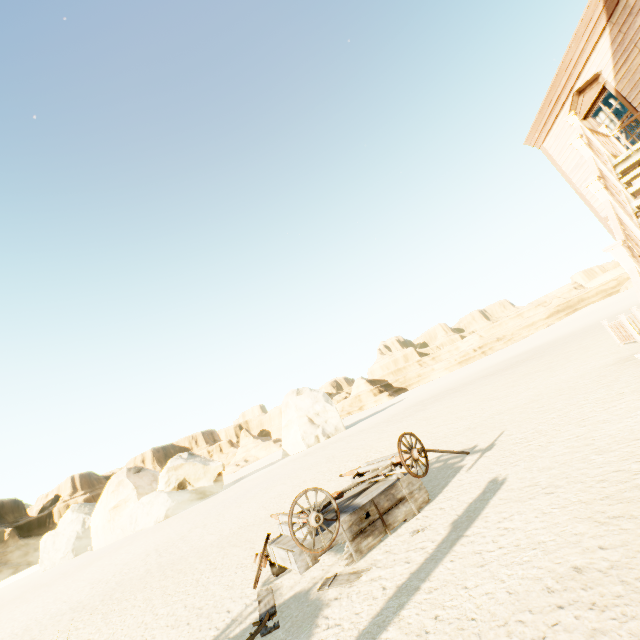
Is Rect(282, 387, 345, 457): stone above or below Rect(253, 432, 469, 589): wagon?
above

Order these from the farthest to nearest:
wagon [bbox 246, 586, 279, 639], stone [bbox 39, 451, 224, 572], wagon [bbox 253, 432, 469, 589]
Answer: stone [bbox 39, 451, 224, 572] → wagon [bbox 253, 432, 469, 589] → wagon [bbox 246, 586, 279, 639]

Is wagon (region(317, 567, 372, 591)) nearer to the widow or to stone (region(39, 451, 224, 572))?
the widow

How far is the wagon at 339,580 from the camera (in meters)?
3.76

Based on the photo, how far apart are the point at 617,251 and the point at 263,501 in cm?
1335

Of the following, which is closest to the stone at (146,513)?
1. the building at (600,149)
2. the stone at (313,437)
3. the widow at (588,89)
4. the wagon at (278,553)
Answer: the stone at (313,437)

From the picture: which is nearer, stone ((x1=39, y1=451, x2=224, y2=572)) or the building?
the building

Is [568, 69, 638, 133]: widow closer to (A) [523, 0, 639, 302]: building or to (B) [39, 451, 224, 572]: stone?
(A) [523, 0, 639, 302]: building
